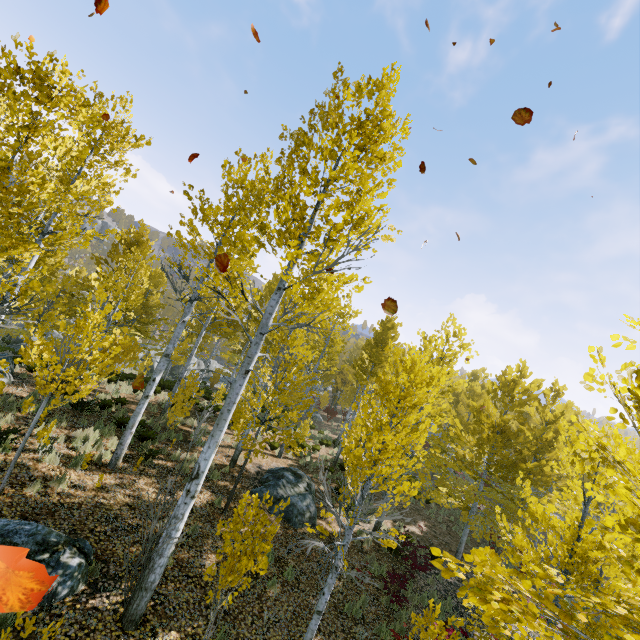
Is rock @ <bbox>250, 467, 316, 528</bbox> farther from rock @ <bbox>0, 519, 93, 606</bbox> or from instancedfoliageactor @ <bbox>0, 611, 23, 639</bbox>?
rock @ <bbox>0, 519, 93, 606</bbox>

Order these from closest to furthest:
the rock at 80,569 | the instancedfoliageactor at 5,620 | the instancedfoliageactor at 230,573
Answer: the instancedfoliageactor at 5,620, the instancedfoliageactor at 230,573, the rock at 80,569

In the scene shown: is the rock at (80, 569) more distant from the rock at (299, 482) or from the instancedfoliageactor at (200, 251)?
the rock at (299, 482)

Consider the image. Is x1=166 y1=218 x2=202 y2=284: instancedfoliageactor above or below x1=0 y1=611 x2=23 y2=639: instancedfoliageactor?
above

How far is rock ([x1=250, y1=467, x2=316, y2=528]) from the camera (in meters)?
A: 10.86

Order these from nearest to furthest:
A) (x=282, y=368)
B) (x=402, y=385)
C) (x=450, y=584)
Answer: (x=282, y=368) → (x=450, y=584) → (x=402, y=385)

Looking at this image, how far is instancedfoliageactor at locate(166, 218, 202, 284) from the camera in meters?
8.6 m

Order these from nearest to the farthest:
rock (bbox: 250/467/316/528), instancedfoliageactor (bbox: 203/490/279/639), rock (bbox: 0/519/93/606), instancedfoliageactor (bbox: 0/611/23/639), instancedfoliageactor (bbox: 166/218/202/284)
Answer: instancedfoliageactor (bbox: 0/611/23/639)
instancedfoliageactor (bbox: 203/490/279/639)
rock (bbox: 0/519/93/606)
instancedfoliageactor (bbox: 166/218/202/284)
rock (bbox: 250/467/316/528)
